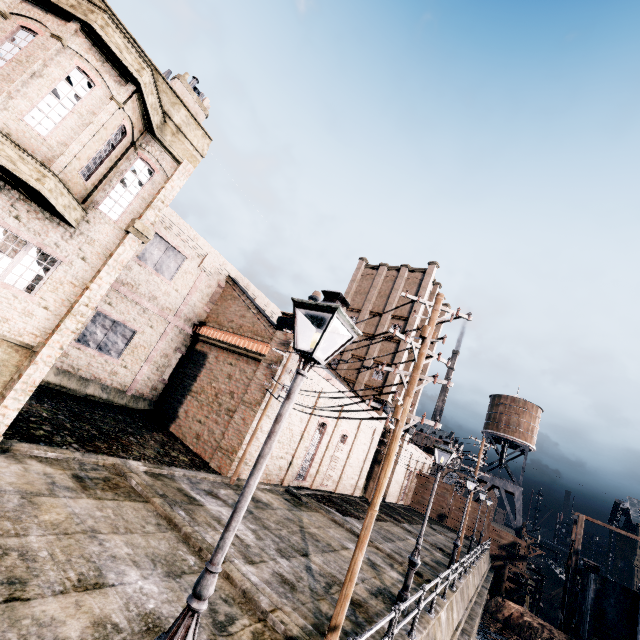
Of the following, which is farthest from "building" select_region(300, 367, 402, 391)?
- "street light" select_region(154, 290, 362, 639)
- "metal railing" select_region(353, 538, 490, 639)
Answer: "metal railing" select_region(353, 538, 490, 639)

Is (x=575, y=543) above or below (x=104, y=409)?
above

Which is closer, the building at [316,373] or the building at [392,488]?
the building at [316,373]

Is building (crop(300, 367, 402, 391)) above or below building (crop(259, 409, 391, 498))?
above

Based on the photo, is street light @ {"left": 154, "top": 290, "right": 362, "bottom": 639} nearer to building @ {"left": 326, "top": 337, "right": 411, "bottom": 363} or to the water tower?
building @ {"left": 326, "top": 337, "right": 411, "bottom": 363}

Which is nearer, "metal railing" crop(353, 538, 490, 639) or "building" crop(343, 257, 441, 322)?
"metal railing" crop(353, 538, 490, 639)

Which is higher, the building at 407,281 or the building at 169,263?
the building at 407,281

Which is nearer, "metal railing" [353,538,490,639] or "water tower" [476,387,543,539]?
"metal railing" [353,538,490,639]
